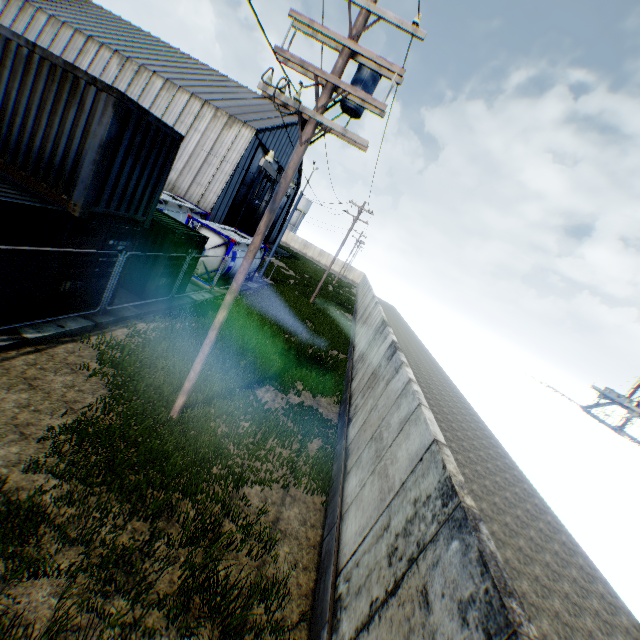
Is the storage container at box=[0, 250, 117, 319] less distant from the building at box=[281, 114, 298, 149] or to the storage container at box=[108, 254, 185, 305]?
the storage container at box=[108, 254, 185, 305]

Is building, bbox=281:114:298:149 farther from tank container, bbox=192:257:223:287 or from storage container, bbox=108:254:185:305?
storage container, bbox=108:254:185:305

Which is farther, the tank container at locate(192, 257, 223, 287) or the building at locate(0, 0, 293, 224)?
the building at locate(0, 0, 293, 224)

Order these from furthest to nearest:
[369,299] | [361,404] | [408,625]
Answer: [369,299] < [361,404] < [408,625]

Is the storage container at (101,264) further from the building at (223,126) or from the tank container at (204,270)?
the building at (223,126)

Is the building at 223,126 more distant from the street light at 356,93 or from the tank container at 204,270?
the street light at 356,93

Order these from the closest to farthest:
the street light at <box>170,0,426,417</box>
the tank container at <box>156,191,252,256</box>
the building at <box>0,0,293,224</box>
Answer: the street light at <box>170,0,426,417</box> → the tank container at <box>156,191,252,256</box> → the building at <box>0,0,293,224</box>
